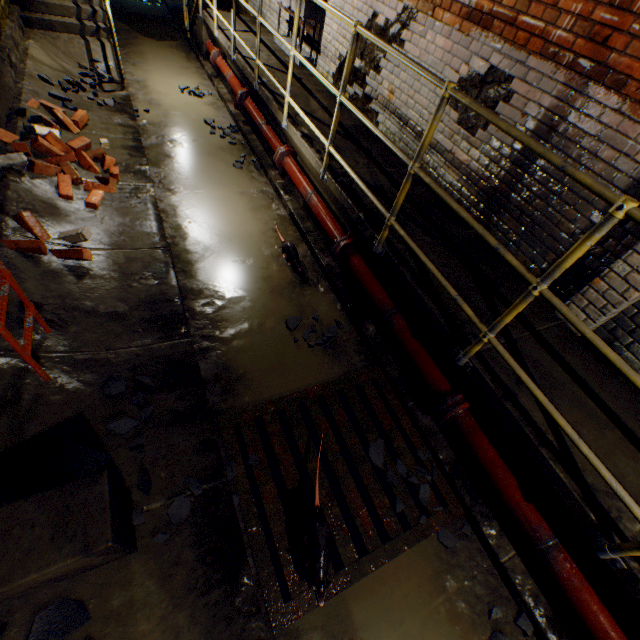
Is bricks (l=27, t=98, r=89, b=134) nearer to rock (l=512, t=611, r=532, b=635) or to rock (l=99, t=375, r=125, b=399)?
rock (l=99, t=375, r=125, b=399)

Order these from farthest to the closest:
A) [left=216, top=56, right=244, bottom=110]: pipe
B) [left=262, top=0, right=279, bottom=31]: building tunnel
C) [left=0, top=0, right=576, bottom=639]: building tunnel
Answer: [left=262, top=0, right=279, bottom=31]: building tunnel < [left=216, top=56, right=244, bottom=110]: pipe < [left=0, top=0, right=576, bottom=639]: building tunnel

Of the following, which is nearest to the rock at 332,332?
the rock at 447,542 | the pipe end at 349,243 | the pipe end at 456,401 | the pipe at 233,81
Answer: the pipe end at 349,243

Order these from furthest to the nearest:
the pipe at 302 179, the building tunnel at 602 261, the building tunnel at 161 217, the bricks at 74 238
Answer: the pipe at 302 179, the bricks at 74 238, the building tunnel at 602 261, the building tunnel at 161 217

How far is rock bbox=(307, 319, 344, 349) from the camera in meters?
3.3 m

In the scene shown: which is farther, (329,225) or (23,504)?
(329,225)

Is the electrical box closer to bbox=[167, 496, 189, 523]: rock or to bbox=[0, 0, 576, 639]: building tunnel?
bbox=[0, 0, 576, 639]: building tunnel

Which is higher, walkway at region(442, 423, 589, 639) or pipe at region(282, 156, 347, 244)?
pipe at region(282, 156, 347, 244)
